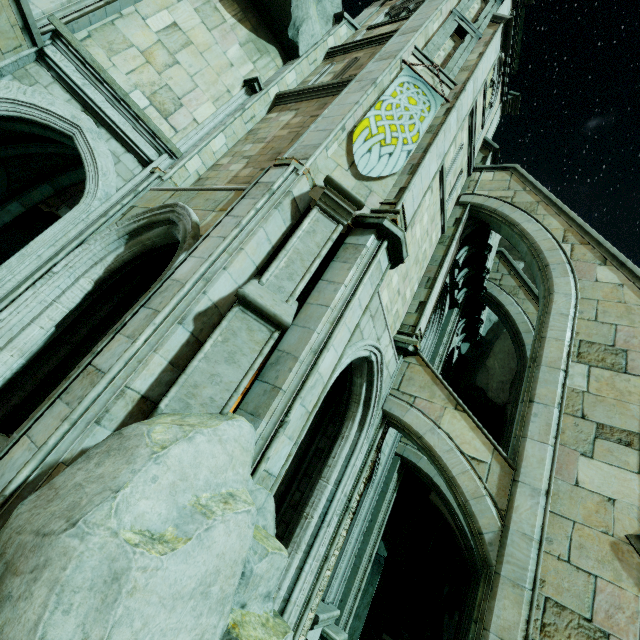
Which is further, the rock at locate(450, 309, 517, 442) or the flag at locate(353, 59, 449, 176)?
the rock at locate(450, 309, 517, 442)

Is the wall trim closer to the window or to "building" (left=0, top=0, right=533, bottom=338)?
"building" (left=0, top=0, right=533, bottom=338)

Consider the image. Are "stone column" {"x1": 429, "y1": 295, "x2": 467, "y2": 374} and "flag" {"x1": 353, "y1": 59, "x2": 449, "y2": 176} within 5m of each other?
no

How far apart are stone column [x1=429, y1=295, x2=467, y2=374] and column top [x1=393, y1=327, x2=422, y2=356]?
3.33m

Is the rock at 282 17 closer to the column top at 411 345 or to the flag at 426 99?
the flag at 426 99

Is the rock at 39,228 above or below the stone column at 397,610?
above

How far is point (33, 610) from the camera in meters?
1.9

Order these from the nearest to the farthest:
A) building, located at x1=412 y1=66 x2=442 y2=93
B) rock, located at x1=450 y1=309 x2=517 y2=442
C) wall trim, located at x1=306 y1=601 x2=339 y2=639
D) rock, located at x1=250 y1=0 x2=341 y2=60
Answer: wall trim, located at x1=306 y1=601 x2=339 y2=639 → building, located at x1=412 y1=66 x2=442 y2=93 → rock, located at x1=250 y1=0 x2=341 y2=60 → rock, located at x1=450 y1=309 x2=517 y2=442
